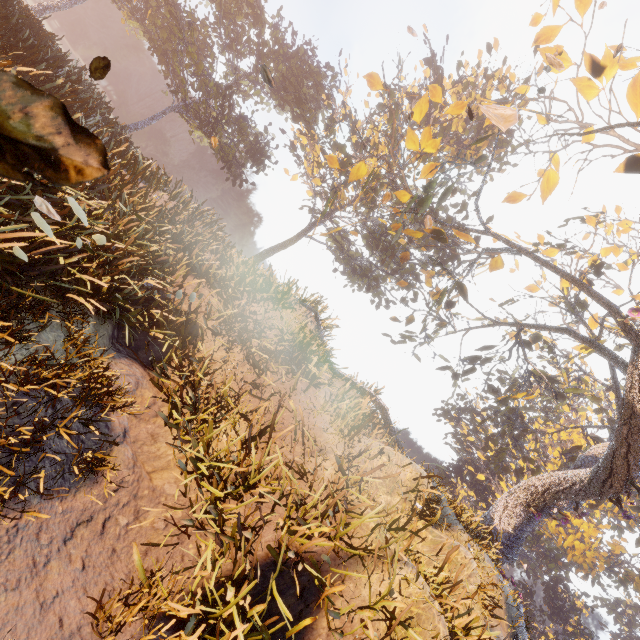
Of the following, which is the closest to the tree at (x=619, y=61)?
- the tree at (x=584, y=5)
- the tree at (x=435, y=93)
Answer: the tree at (x=584, y=5)

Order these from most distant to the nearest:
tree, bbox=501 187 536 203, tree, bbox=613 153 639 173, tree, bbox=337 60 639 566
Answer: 1. tree, bbox=501 187 536 203
2. tree, bbox=337 60 639 566
3. tree, bbox=613 153 639 173

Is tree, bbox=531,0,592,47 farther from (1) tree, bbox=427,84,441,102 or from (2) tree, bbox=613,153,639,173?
(1) tree, bbox=427,84,441,102

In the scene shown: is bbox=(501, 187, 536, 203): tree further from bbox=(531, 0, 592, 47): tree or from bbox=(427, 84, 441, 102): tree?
bbox=(427, 84, 441, 102): tree

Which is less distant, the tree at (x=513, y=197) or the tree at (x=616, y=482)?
the tree at (x=616, y=482)

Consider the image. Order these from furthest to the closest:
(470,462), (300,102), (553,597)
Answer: (470,462) < (553,597) < (300,102)

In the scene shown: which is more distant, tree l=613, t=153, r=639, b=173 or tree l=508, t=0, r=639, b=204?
tree l=613, t=153, r=639, b=173

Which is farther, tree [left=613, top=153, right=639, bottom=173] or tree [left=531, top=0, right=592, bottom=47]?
tree [left=613, top=153, right=639, bottom=173]
